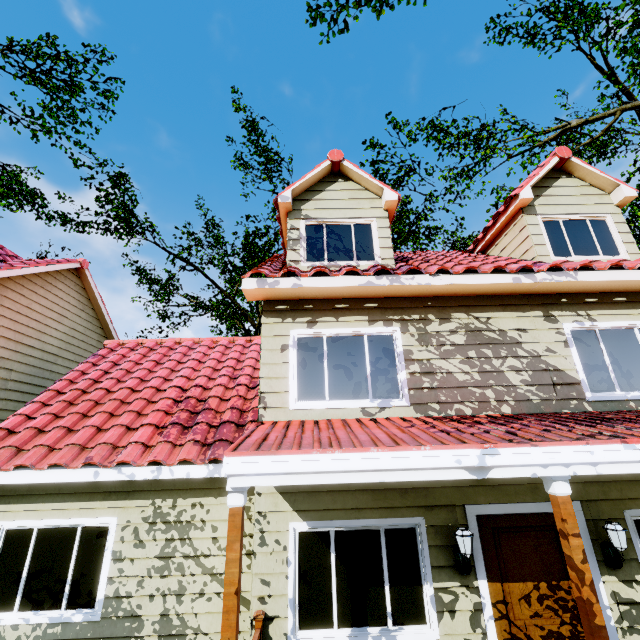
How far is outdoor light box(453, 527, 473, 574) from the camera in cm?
436

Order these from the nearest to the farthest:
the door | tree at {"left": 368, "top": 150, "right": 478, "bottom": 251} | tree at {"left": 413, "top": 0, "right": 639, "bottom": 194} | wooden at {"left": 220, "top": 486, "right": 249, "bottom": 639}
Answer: wooden at {"left": 220, "top": 486, "right": 249, "bottom": 639}
the door
tree at {"left": 413, "top": 0, "right": 639, "bottom": 194}
tree at {"left": 368, "top": 150, "right": 478, "bottom": 251}

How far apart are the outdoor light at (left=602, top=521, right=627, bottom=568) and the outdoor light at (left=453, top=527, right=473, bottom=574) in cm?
193

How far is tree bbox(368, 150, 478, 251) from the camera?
17.2m

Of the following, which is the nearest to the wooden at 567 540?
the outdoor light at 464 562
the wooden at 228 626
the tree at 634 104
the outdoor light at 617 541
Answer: the outdoor light at 464 562

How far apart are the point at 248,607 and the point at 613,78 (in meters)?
19.85

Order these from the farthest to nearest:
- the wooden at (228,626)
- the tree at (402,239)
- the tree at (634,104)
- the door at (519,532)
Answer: the tree at (402,239)
the tree at (634,104)
the door at (519,532)
the wooden at (228,626)

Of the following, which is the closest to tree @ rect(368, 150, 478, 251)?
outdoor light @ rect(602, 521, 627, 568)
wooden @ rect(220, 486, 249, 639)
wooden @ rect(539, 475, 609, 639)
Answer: outdoor light @ rect(602, 521, 627, 568)
